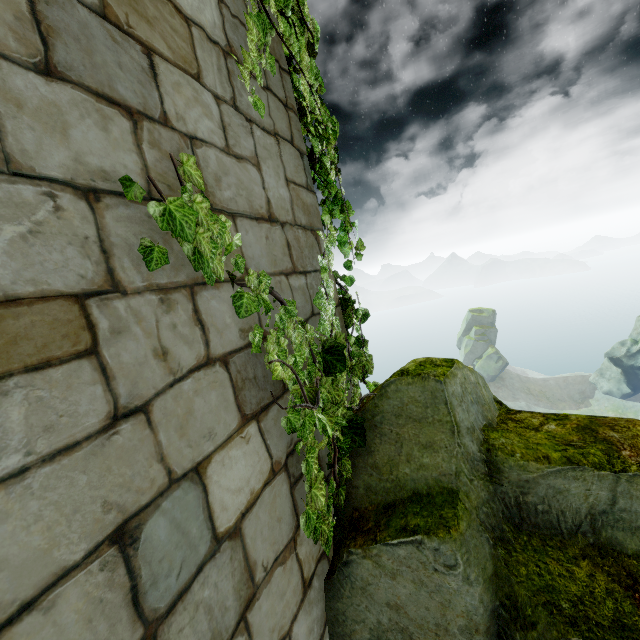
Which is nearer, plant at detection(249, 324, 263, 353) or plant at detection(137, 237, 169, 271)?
plant at detection(137, 237, 169, 271)

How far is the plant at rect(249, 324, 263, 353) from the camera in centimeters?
170cm

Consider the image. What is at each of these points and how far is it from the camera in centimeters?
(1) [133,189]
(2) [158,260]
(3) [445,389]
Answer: (1) plant, 111cm
(2) plant, 122cm
(3) rock, 199cm

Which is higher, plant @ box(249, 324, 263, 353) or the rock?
plant @ box(249, 324, 263, 353)

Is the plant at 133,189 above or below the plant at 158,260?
above

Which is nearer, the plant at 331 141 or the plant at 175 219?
the plant at 175 219

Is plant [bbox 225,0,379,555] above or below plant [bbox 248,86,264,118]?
below
